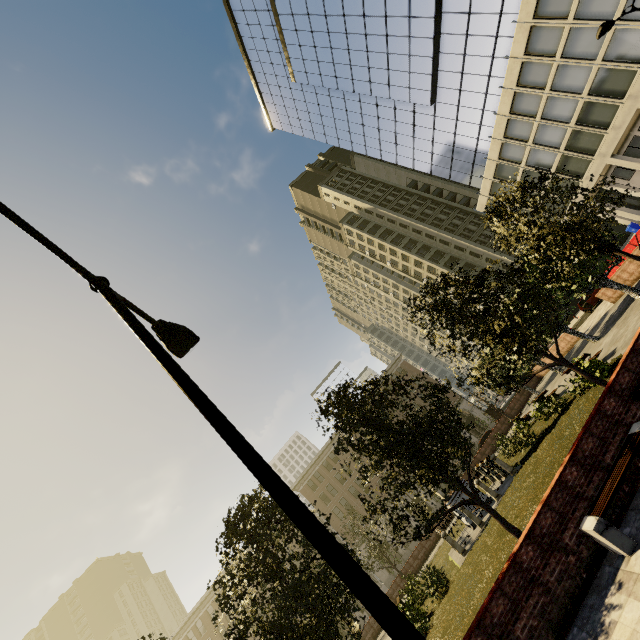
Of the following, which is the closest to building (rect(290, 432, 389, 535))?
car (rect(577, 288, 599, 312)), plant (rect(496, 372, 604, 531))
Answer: car (rect(577, 288, 599, 312))

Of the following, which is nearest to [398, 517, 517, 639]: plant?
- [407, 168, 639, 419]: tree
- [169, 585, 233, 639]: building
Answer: [407, 168, 639, 419]: tree

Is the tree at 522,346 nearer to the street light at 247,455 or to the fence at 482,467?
the fence at 482,467

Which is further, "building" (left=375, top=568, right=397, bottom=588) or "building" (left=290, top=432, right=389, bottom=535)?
"building" (left=290, top=432, right=389, bottom=535)

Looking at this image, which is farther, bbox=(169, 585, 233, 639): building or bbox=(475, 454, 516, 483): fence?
bbox=(169, 585, 233, 639): building

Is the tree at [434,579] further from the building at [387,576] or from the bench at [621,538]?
the bench at [621,538]

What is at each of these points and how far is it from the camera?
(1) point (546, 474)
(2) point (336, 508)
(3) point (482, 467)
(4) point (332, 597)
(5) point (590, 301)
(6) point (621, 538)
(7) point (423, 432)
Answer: (1) plant, 12.59m
(2) building, 51.97m
(3) fence, 21.30m
(4) tree, 8.94m
(5) car, 30.89m
(6) bench, 5.88m
(7) tree, 10.95m

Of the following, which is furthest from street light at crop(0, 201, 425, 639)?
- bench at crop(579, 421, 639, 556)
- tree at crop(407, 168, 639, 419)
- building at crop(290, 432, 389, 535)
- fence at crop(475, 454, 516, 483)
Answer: building at crop(290, 432, 389, 535)
